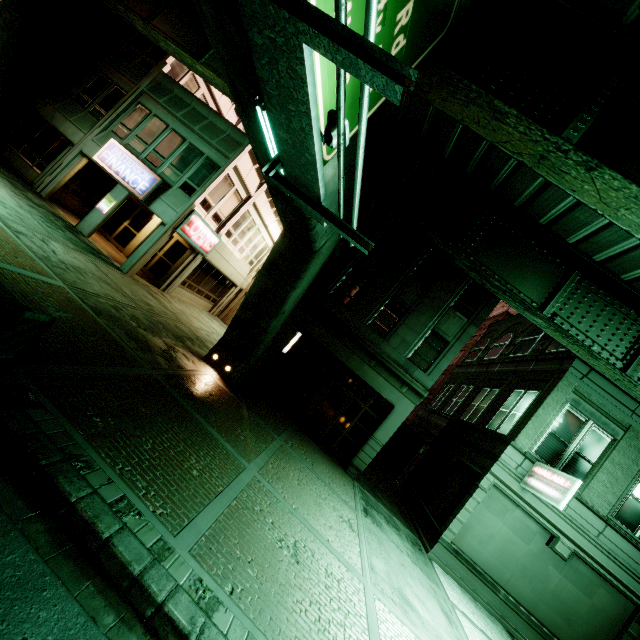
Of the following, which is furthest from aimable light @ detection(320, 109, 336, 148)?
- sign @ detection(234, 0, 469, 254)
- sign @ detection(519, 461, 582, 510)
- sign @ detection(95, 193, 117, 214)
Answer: sign @ detection(95, 193, 117, 214)

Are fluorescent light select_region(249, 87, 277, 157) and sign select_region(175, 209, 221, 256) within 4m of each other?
Result: no

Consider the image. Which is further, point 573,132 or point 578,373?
point 578,373

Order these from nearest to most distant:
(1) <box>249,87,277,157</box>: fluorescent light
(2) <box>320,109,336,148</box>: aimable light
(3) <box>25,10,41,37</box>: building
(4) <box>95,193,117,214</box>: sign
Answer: (2) <box>320,109,336,148</box>: aimable light < (1) <box>249,87,277,157</box>: fluorescent light < (4) <box>95,193,117,214</box>: sign < (3) <box>25,10,41,37</box>: building

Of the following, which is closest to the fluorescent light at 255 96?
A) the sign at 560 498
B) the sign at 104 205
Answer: the sign at 560 498

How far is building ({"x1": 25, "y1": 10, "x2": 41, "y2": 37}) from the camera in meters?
17.2

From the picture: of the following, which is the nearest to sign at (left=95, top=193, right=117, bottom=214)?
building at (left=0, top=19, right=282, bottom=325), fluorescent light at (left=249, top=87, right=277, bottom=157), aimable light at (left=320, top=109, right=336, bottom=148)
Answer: building at (left=0, top=19, right=282, bottom=325)

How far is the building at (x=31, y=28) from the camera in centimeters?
1719cm
